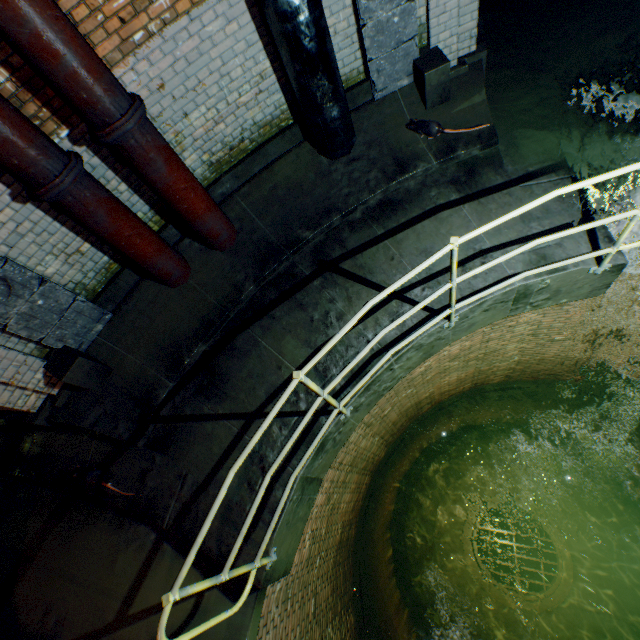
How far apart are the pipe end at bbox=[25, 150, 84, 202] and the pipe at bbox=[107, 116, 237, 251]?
0.3 meters

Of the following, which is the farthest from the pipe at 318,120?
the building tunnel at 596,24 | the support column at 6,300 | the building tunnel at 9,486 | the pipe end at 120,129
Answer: the building tunnel at 9,486

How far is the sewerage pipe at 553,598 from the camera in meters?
9.7 m

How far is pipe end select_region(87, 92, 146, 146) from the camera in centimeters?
298cm

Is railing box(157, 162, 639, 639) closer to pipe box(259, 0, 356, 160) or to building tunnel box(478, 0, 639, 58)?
pipe box(259, 0, 356, 160)

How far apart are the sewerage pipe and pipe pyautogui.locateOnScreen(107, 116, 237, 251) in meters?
12.2 m

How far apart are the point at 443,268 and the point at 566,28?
4.76m

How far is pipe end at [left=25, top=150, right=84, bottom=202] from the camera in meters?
3.0 m
